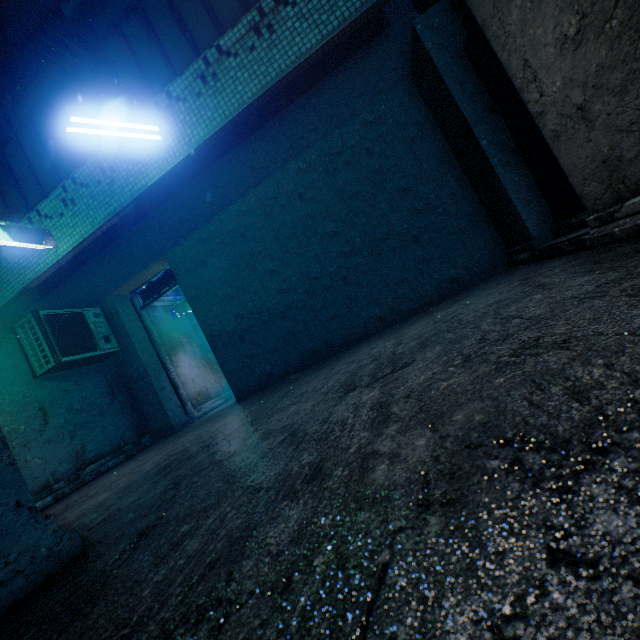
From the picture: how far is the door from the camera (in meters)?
3.02

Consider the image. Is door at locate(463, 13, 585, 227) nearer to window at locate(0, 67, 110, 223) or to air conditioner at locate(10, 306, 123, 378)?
window at locate(0, 67, 110, 223)

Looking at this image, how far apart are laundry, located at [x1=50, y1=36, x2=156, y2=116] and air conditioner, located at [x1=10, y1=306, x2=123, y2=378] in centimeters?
337cm

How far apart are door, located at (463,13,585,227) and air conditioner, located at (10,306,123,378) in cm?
612

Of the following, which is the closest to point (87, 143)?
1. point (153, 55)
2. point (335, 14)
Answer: point (153, 55)

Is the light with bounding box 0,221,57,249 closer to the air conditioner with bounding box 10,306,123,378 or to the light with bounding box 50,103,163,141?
the air conditioner with bounding box 10,306,123,378

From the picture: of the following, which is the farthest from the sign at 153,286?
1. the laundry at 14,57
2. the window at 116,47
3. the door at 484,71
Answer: the door at 484,71

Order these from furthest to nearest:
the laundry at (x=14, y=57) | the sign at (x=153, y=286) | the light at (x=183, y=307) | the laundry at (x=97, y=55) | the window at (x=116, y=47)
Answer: the light at (x=183, y=307), the sign at (x=153, y=286), the window at (x=116, y=47), the laundry at (x=97, y=55), the laundry at (x=14, y=57)
